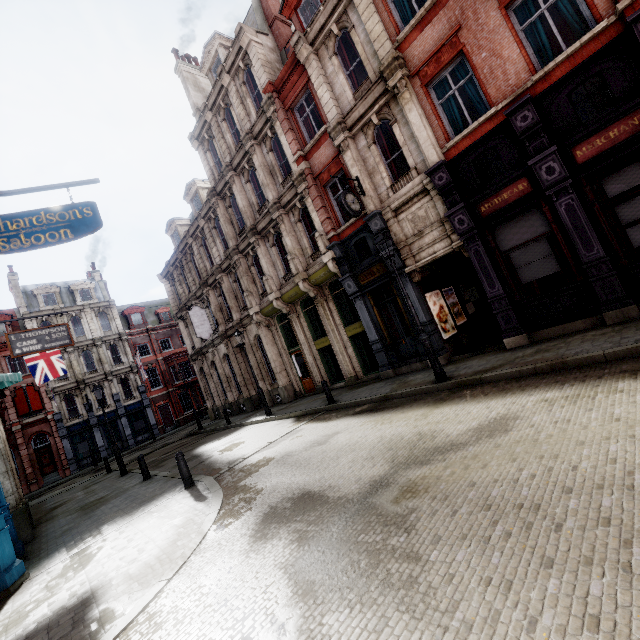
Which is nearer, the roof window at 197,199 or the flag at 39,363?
the flag at 39,363

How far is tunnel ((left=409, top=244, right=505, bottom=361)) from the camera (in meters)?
11.95

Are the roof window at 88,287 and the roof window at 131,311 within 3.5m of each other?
yes

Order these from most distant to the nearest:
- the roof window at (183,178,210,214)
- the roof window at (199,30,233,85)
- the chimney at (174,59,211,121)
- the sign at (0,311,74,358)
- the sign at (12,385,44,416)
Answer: the sign at (12,385,44,416) → the roof window at (183,178,210,214) → the chimney at (174,59,211,121) → the roof window at (199,30,233,85) → the sign at (0,311,74,358)

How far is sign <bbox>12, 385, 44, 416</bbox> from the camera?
29.33m

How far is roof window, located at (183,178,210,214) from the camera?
23.11m

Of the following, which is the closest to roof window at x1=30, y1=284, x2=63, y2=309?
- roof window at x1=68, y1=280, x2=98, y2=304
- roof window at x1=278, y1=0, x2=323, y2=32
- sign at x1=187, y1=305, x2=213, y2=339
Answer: roof window at x1=68, y1=280, x2=98, y2=304

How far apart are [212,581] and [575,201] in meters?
11.1 m
